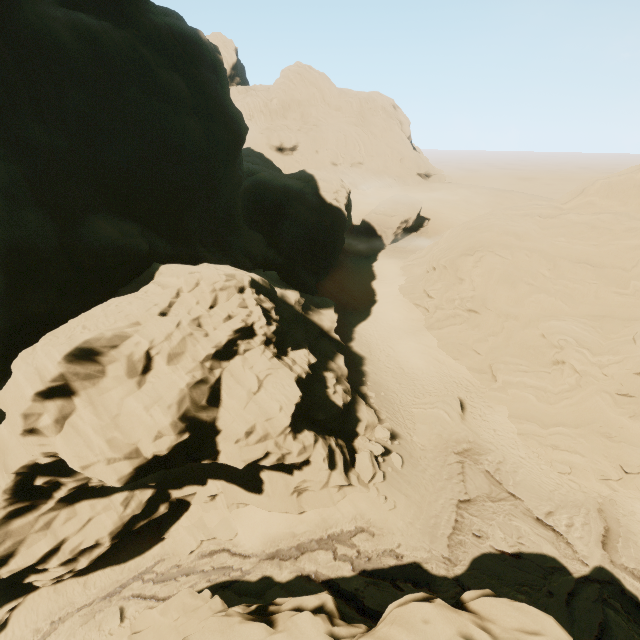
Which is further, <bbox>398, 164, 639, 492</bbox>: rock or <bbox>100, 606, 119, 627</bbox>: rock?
<bbox>398, 164, 639, 492</bbox>: rock

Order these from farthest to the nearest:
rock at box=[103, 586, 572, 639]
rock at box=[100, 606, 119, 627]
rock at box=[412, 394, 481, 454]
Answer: rock at box=[412, 394, 481, 454], rock at box=[100, 606, 119, 627], rock at box=[103, 586, 572, 639]

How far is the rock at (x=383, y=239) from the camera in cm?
5119

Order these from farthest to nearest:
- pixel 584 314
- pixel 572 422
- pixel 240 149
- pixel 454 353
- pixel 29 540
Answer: pixel 240 149, pixel 454 353, pixel 584 314, pixel 572 422, pixel 29 540

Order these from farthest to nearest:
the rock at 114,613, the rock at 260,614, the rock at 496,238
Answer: the rock at 496,238 → the rock at 114,613 → the rock at 260,614

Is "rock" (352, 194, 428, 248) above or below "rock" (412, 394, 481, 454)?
above

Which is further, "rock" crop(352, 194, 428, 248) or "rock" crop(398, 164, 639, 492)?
"rock" crop(352, 194, 428, 248)
